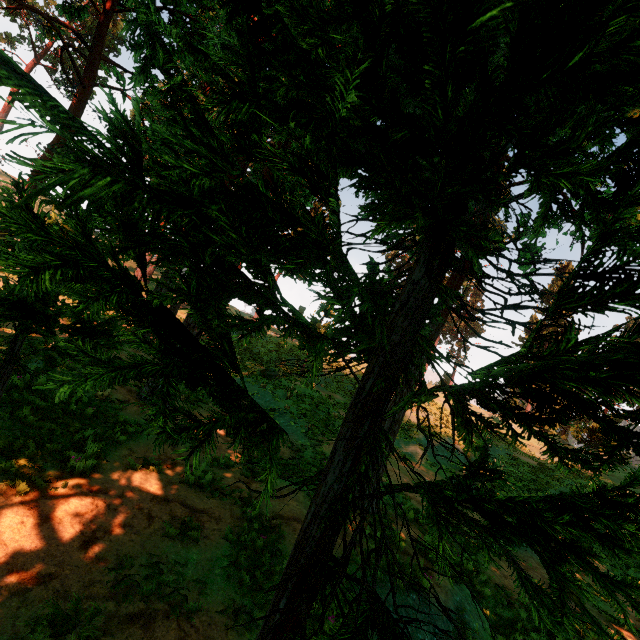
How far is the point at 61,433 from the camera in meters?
7.5
